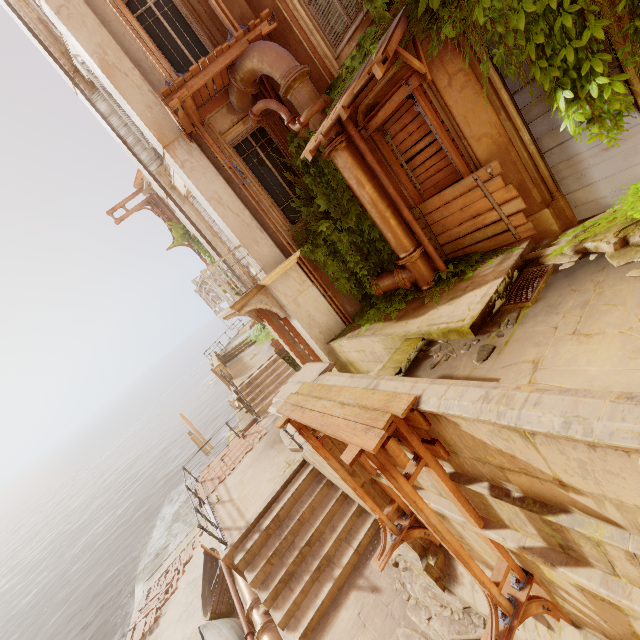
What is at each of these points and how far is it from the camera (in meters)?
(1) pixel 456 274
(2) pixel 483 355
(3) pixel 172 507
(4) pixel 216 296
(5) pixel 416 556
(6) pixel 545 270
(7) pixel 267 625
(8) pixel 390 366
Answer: (1) plant, 6.87
(2) rubble, 4.45
(3) rock, 29.80
(4) railing, 8.89
(5) pillar, 5.37
(6) grate, 5.20
(7) pipe, 8.14
(8) stairs, 5.71

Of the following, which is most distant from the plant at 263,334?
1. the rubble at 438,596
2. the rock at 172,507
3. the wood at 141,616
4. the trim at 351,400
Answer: the rock at 172,507

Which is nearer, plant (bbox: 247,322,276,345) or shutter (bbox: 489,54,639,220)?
shutter (bbox: 489,54,639,220)

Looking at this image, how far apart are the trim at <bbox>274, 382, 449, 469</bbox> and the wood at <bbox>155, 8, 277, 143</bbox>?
5.78m

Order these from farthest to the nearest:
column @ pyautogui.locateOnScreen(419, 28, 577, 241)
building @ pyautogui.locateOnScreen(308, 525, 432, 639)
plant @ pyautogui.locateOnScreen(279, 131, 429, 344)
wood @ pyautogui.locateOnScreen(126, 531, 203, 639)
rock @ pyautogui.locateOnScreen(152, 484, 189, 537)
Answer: rock @ pyautogui.locateOnScreen(152, 484, 189, 537), wood @ pyautogui.locateOnScreen(126, 531, 203, 639), plant @ pyautogui.locateOnScreen(279, 131, 429, 344), building @ pyautogui.locateOnScreen(308, 525, 432, 639), column @ pyautogui.locateOnScreen(419, 28, 577, 241)

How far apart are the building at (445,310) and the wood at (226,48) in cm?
591

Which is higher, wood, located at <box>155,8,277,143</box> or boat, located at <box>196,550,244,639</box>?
wood, located at <box>155,8,277,143</box>

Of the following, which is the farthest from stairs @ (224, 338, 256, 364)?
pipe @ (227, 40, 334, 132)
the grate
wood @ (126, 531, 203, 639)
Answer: the grate
